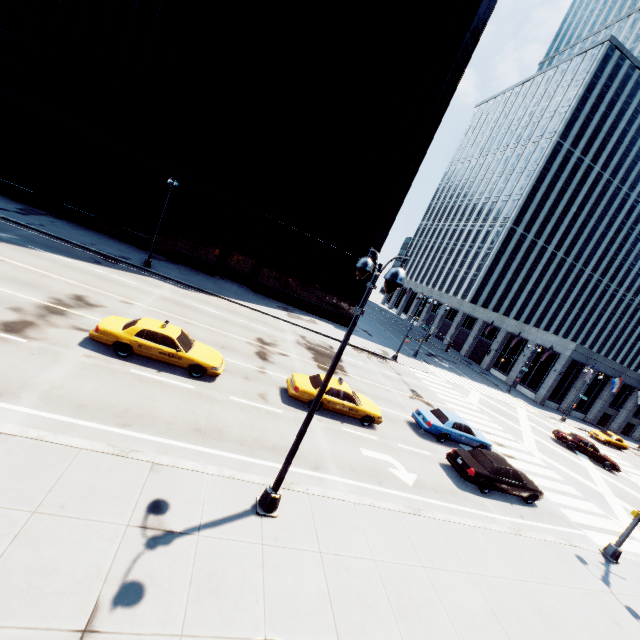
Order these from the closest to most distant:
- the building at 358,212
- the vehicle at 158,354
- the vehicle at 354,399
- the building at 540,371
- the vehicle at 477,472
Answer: the vehicle at 158,354 → the vehicle at 477,472 → the vehicle at 354,399 → the building at 358,212 → the building at 540,371

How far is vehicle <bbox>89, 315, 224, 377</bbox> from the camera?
12.7 meters

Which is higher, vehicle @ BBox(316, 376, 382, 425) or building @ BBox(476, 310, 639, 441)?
building @ BBox(476, 310, 639, 441)

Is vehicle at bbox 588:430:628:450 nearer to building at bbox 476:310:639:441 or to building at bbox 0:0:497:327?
building at bbox 476:310:639:441

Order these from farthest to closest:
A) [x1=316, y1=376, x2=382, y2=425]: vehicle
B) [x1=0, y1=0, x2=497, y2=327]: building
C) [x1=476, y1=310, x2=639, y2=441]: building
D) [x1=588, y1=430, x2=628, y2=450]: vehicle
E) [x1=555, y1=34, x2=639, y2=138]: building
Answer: [x1=555, y1=34, x2=639, y2=138]: building
[x1=476, y1=310, x2=639, y2=441]: building
[x1=588, y1=430, x2=628, y2=450]: vehicle
[x1=0, y1=0, x2=497, y2=327]: building
[x1=316, y1=376, x2=382, y2=425]: vehicle

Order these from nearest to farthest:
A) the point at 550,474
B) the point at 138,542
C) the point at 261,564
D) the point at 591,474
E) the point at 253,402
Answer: the point at 138,542 < the point at 261,564 < the point at 253,402 < the point at 550,474 < the point at 591,474

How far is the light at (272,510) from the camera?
6.50m

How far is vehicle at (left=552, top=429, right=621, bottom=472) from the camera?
28.3m
